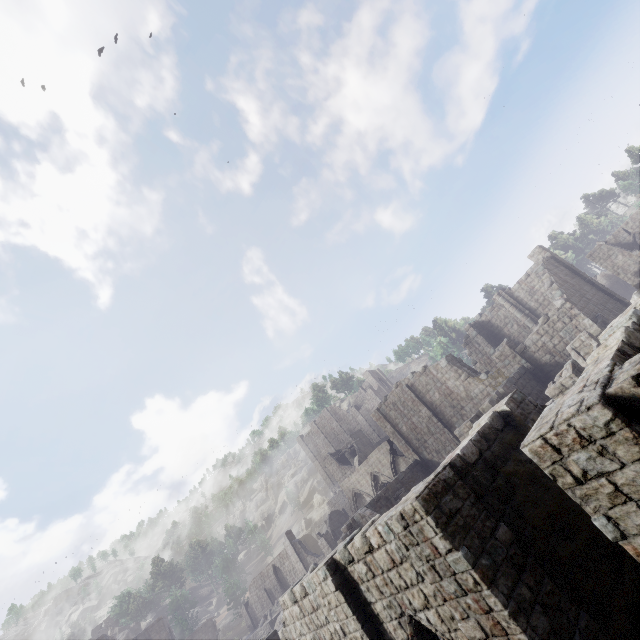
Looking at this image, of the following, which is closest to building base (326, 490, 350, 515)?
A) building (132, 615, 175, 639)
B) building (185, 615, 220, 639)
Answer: building (185, 615, 220, 639)

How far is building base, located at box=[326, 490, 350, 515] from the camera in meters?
56.2 m

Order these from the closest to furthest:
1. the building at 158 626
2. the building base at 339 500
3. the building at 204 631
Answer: the building at 158 626 → the building at 204 631 → the building base at 339 500

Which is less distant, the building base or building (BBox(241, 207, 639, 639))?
building (BBox(241, 207, 639, 639))

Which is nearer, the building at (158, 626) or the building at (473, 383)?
the building at (473, 383)

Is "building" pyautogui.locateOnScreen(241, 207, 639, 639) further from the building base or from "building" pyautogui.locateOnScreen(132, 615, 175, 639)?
"building" pyautogui.locateOnScreen(132, 615, 175, 639)

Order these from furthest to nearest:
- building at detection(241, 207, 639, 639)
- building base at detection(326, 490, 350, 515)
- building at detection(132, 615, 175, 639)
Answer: building base at detection(326, 490, 350, 515), building at detection(132, 615, 175, 639), building at detection(241, 207, 639, 639)

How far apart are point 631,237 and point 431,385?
26.94m
